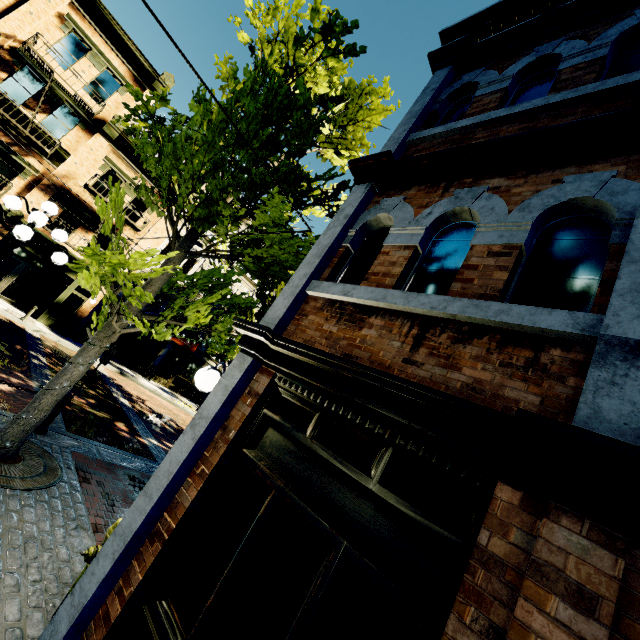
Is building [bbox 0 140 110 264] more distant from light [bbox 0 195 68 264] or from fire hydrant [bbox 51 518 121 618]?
fire hydrant [bbox 51 518 121 618]

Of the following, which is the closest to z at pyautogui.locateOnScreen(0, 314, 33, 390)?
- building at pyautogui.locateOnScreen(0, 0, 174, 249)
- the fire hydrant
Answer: building at pyautogui.locateOnScreen(0, 0, 174, 249)

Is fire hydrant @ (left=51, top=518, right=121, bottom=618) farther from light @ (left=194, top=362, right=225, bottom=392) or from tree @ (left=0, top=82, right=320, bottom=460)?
tree @ (left=0, top=82, right=320, bottom=460)

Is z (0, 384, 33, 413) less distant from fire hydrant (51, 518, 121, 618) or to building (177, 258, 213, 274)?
building (177, 258, 213, 274)

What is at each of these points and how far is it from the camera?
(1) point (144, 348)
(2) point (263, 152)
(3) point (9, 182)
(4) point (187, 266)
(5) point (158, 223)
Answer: (1) building, 21.50m
(2) tree, 5.21m
(3) building, 15.71m
(4) building, 22.66m
(5) building, 20.22m

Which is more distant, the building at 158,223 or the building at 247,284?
the building at 247,284

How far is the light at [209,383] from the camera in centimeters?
382cm

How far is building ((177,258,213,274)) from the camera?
22.5m
